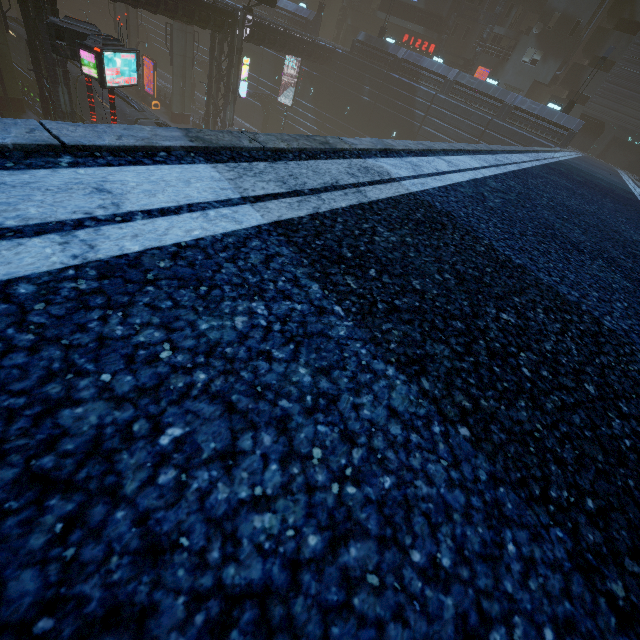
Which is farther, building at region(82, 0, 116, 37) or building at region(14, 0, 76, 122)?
building at region(82, 0, 116, 37)

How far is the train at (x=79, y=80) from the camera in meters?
25.0

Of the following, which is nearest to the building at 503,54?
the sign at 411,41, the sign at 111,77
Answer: the sign at 411,41

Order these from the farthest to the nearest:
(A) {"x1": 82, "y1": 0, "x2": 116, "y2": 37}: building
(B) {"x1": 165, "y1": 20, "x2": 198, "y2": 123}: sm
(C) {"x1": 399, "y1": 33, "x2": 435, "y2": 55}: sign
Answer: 1. (A) {"x1": 82, "y1": 0, "x2": 116, "y2": 37}: building
2. (C) {"x1": 399, "y1": 33, "x2": 435, "y2": 55}: sign
3. (B) {"x1": 165, "y1": 20, "x2": 198, "y2": 123}: sm

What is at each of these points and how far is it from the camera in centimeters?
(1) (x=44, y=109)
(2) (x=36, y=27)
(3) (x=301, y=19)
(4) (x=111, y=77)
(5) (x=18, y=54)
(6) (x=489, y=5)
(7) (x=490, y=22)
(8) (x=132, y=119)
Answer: (1) building, 2303cm
(2) building, 1944cm
(3) building, 3666cm
(4) sign, 1512cm
(5) train, 3194cm
(6) building, 3628cm
(7) building structure, 3462cm
(8) train, 2323cm

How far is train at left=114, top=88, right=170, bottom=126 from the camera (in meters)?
22.22

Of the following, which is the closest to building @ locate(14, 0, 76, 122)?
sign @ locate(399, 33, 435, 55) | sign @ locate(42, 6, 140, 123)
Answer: sign @ locate(399, 33, 435, 55)

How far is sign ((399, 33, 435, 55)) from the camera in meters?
39.9 m
